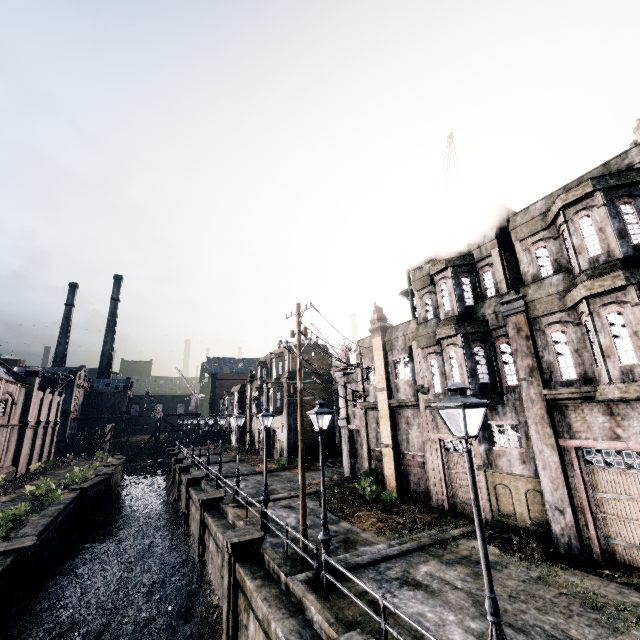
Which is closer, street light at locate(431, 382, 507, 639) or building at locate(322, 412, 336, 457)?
street light at locate(431, 382, 507, 639)

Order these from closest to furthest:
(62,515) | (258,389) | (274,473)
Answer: (62,515) → (274,473) → (258,389)

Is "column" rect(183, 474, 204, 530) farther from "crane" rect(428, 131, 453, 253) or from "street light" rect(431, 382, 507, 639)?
"street light" rect(431, 382, 507, 639)

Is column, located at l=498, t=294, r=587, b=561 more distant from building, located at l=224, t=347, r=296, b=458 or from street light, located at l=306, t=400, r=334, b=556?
building, located at l=224, t=347, r=296, b=458

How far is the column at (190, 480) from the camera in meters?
27.8

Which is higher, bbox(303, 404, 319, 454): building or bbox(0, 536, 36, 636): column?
bbox(303, 404, 319, 454): building

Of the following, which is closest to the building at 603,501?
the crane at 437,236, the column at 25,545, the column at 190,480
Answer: the crane at 437,236

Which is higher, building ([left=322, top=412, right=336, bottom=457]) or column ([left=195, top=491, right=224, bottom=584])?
building ([left=322, top=412, right=336, bottom=457])
